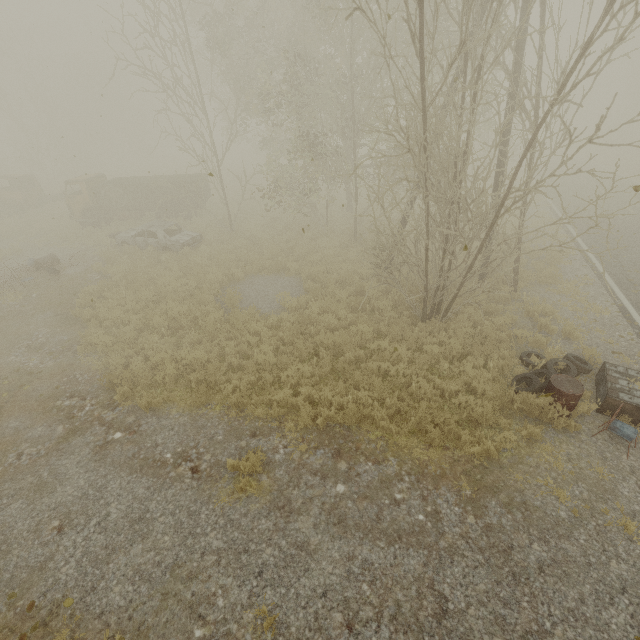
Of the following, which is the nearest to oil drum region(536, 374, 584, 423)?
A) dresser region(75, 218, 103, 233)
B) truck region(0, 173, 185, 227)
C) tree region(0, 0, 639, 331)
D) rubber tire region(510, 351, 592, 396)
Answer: rubber tire region(510, 351, 592, 396)

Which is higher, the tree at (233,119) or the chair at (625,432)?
the tree at (233,119)

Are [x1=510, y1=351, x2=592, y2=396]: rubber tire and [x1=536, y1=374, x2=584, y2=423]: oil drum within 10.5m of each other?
yes

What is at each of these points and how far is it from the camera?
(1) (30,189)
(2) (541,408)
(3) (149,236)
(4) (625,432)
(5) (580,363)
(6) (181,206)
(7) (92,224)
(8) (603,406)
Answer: (1) truck, 23.22m
(2) oil drum, 6.57m
(3) car, 16.14m
(4) chair, 6.00m
(5) rubber tire, 7.55m
(6) truck, 19.98m
(7) dresser, 19.42m
(8) dresser, 6.79m

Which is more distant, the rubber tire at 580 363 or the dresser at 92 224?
the dresser at 92 224

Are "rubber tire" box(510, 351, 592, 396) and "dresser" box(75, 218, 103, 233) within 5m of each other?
no

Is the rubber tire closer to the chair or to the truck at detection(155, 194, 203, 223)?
the chair

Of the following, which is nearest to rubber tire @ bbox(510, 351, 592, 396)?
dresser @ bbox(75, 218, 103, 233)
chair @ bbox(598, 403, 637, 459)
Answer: chair @ bbox(598, 403, 637, 459)
